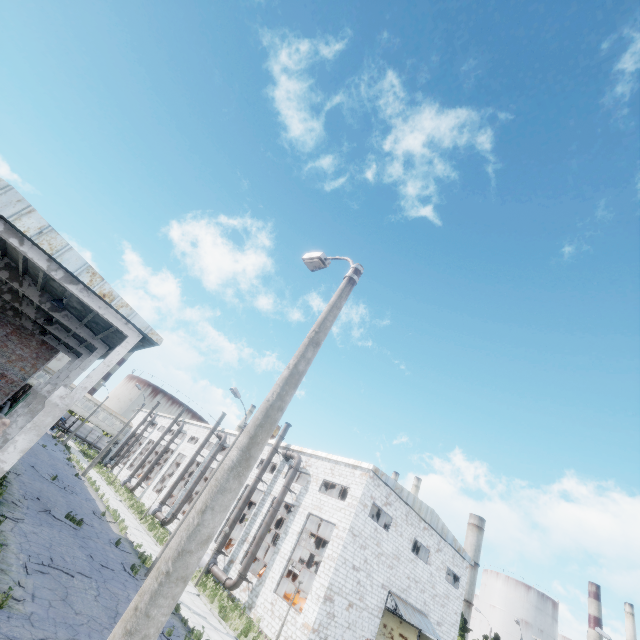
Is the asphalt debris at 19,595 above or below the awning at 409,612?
below

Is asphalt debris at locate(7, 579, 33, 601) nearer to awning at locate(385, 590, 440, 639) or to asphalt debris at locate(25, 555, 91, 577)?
asphalt debris at locate(25, 555, 91, 577)

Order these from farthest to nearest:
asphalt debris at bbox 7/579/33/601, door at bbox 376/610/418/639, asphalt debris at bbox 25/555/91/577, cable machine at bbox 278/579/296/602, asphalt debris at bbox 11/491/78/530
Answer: cable machine at bbox 278/579/296/602 → door at bbox 376/610/418/639 → asphalt debris at bbox 11/491/78/530 → asphalt debris at bbox 25/555/91/577 → asphalt debris at bbox 7/579/33/601

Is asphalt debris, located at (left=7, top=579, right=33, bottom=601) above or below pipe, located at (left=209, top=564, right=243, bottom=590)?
below

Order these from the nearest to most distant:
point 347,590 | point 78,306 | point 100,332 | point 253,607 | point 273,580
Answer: point 78,306 < point 100,332 < point 347,590 < point 253,607 < point 273,580

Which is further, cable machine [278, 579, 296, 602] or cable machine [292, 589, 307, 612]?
cable machine [278, 579, 296, 602]

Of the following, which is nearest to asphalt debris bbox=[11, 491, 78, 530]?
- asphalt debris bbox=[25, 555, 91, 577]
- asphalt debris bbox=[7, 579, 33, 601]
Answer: asphalt debris bbox=[25, 555, 91, 577]

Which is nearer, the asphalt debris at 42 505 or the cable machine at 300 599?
the asphalt debris at 42 505
